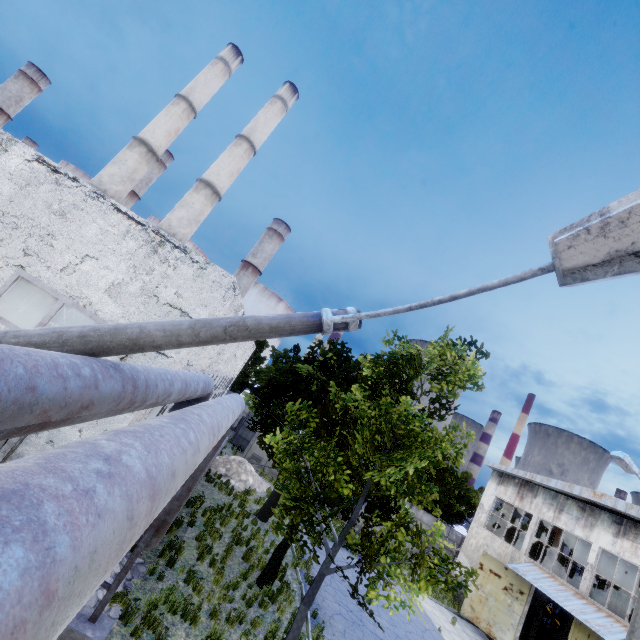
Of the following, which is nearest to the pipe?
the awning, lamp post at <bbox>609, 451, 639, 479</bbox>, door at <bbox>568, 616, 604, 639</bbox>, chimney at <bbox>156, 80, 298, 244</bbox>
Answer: chimney at <bbox>156, 80, 298, 244</bbox>

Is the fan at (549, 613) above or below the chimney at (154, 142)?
below

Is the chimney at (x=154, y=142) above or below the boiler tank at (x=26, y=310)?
above

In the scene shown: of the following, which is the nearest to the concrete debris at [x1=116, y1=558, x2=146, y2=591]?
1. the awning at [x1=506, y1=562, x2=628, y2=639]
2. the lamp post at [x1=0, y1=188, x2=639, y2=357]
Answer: the lamp post at [x1=0, y1=188, x2=639, y2=357]

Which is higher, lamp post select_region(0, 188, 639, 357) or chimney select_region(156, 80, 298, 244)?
chimney select_region(156, 80, 298, 244)

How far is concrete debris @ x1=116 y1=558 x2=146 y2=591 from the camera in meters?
8.0

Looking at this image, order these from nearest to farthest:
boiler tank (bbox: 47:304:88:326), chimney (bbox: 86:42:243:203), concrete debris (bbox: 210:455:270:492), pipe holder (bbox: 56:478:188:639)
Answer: pipe holder (bbox: 56:478:188:639)
boiler tank (bbox: 47:304:88:326)
concrete debris (bbox: 210:455:270:492)
chimney (bbox: 86:42:243:203)

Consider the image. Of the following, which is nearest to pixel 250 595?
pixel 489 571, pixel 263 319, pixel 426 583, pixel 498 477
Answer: pixel 426 583
